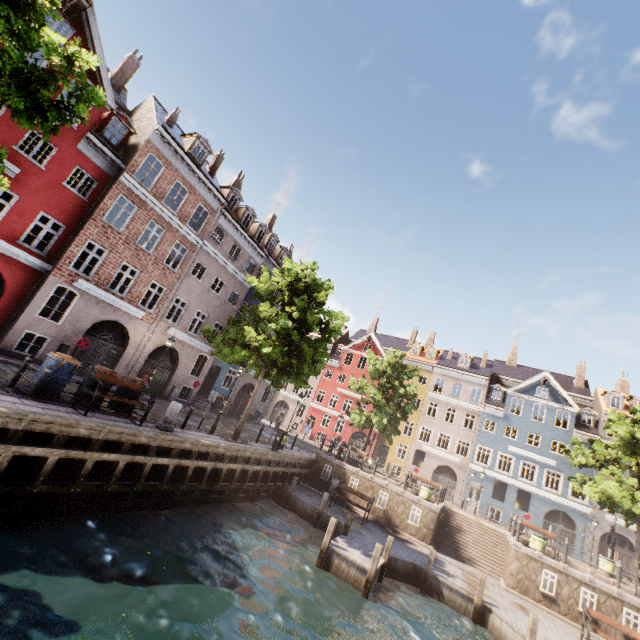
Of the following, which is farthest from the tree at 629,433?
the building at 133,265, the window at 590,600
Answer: the window at 590,600

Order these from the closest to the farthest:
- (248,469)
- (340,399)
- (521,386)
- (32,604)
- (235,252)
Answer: (32,604) → (248,469) → (235,252) → (521,386) → (340,399)

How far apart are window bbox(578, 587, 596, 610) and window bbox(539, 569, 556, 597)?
0.9m

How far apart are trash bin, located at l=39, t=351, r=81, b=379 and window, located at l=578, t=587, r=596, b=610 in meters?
23.3

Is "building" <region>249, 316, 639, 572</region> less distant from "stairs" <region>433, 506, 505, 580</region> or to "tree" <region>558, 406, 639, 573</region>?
"tree" <region>558, 406, 639, 573</region>

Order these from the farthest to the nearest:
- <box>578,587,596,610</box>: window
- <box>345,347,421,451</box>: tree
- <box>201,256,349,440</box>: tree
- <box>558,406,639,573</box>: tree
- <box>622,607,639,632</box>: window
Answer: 1. <box>345,347,421,451</box>: tree
2. <box>558,406,639,573</box>: tree
3. <box>201,256,349,440</box>: tree
4. <box>578,587,596,610</box>: window
5. <box>622,607,639,632</box>: window

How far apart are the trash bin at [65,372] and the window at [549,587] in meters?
22.2

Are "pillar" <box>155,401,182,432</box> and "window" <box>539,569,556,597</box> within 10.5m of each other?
no
